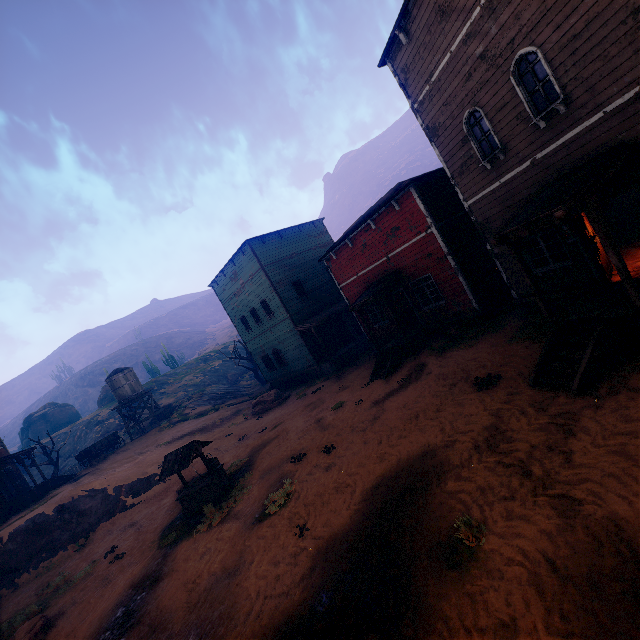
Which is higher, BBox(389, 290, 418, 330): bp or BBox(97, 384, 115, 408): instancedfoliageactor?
BBox(97, 384, 115, 408): instancedfoliageactor

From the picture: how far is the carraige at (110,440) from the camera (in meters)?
27.12

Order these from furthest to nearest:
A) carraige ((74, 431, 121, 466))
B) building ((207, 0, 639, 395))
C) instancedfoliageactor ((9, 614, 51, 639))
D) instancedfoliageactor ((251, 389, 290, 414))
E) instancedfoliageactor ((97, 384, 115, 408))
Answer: instancedfoliageactor ((97, 384, 115, 408)) < carraige ((74, 431, 121, 466)) < instancedfoliageactor ((251, 389, 290, 414)) < instancedfoliageactor ((9, 614, 51, 639)) < building ((207, 0, 639, 395))

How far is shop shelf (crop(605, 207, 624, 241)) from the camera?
12.3m

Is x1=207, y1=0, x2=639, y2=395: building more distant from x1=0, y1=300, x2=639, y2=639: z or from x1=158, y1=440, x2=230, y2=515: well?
x1=158, y1=440, x2=230, y2=515: well

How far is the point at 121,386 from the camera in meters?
30.0 m

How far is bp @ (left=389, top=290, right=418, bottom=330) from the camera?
17.8m

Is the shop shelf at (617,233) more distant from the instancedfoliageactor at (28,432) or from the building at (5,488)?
the instancedfoliageactor at (28,432)
